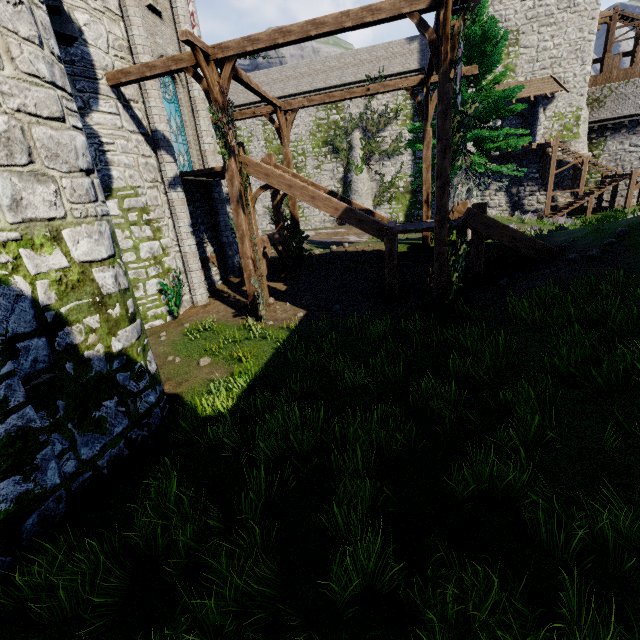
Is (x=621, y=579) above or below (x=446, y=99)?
below

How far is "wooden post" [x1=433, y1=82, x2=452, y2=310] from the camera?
7.9m

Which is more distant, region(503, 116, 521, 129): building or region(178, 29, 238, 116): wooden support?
region(503, 116, 521, 129): building

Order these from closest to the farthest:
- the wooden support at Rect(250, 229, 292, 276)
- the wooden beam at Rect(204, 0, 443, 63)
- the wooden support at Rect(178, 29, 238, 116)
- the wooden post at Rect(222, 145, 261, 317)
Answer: the wooden beam at Rect(204, 0, 443, 63) < the wooden support at Rect(178, 29, 238, 116) < the wooden post at Rect(222, 145, 261, 317) < the wooden support at Rect(250, 229, 292, 276)

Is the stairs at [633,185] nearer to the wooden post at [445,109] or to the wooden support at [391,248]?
the wooden support at [391,248]

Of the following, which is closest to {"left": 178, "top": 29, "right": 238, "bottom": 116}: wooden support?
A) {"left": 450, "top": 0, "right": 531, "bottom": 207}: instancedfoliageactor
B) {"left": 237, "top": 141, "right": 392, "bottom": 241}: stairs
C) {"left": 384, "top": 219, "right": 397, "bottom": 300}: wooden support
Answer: {"left": 237, "top": 141, "right": 392, "bottom": 241}: stairs

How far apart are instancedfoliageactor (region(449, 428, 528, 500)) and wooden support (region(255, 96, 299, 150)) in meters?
14.6 m

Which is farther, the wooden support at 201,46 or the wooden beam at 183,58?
the wooden beam at 183,58
